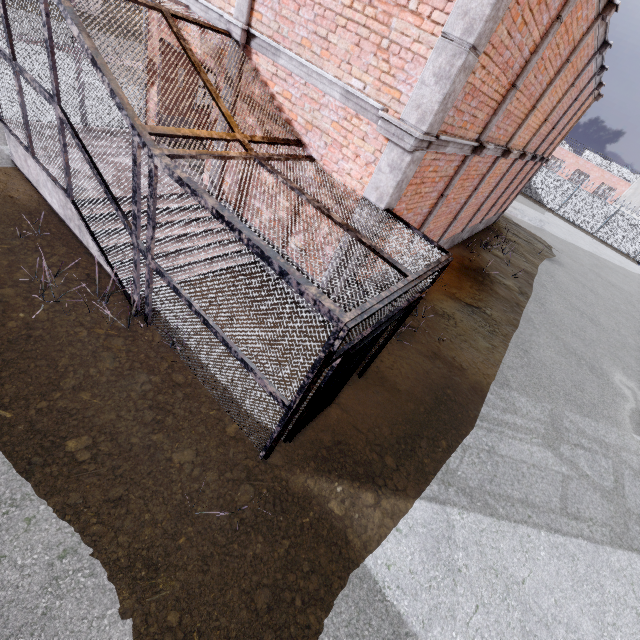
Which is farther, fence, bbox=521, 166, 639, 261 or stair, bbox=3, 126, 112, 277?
fence, bbox=521, 166, 639, 261

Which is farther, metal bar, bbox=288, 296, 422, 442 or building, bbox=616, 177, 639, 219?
building, bbox=616, 177, 639, 219

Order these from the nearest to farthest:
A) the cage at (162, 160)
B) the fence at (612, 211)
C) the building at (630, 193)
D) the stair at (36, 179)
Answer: the cage at (162, 160) < the stair at (36, 179) < the fence at (612, 211) < the building at (630, 193)

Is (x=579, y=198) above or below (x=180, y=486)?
above

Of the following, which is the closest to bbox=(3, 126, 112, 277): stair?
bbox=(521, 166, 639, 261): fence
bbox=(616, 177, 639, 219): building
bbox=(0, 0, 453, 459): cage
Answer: bbox=(0, 0, 453, 459): cage

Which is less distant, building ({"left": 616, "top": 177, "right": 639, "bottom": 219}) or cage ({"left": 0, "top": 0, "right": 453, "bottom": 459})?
cage ({"left": 0, "top": 0, "right": 453, "bottom": 459})

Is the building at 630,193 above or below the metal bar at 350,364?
above

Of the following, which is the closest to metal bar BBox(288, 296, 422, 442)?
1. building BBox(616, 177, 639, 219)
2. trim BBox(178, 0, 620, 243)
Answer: trim BBox(178, 0, 620, 243)
